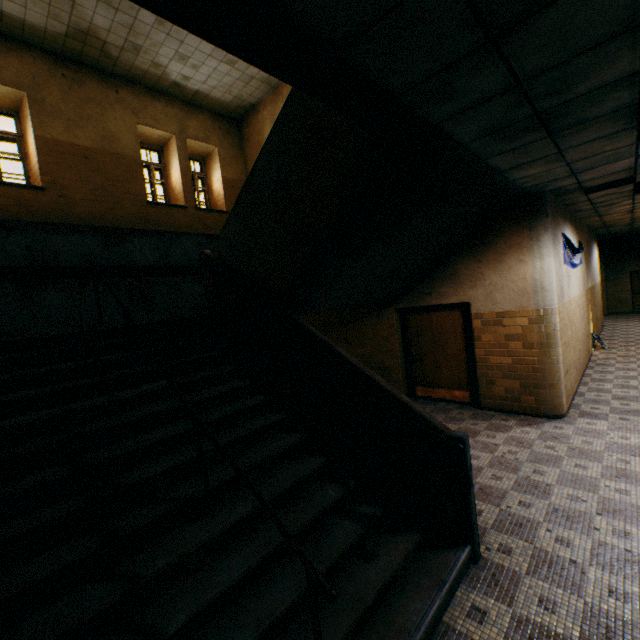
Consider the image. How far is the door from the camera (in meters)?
6.76

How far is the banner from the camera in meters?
6.5

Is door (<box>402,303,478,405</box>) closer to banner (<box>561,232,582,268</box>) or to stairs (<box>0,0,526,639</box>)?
stairs (<box>0,0,526,639</box>)

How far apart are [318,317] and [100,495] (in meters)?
7.25

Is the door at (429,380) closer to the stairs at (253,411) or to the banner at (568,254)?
the stairs at (253,411)

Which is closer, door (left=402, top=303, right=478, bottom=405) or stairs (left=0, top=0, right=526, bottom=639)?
stairs (left=0, top=0, right=526, bottom=639)

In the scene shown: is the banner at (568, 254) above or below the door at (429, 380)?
above
